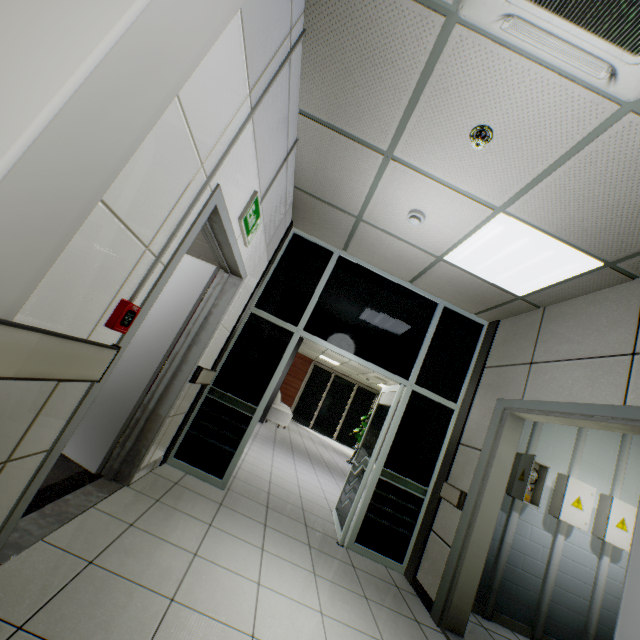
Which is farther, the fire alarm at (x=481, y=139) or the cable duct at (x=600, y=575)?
the cable duct at (x=600, y=575)

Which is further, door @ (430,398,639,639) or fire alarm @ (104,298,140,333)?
door @ (430,398,639,639)

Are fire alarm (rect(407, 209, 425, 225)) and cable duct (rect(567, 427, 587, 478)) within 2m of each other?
no

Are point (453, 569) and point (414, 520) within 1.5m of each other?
yes

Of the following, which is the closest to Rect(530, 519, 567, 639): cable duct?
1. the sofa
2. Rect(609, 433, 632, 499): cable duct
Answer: Rect(609, 433, 632, 499): cable duct

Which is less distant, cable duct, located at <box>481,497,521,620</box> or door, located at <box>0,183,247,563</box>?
door, located at <box>0,183,247,563</box>

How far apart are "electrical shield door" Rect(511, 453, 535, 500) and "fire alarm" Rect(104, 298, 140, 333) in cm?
406

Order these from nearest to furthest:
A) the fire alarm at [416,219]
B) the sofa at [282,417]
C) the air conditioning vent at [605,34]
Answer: the air conditioning vent at [605,34] → the fire alarm at [416,219] → the sofa at [282,417]
